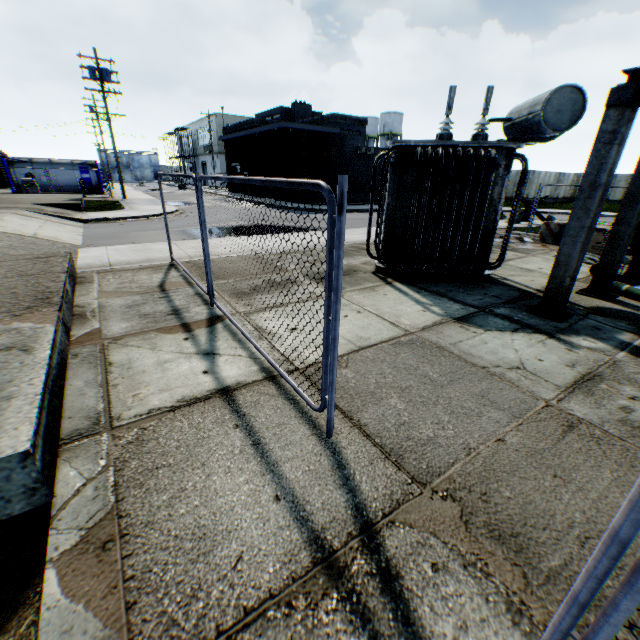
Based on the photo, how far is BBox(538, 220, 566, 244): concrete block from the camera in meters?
12.3

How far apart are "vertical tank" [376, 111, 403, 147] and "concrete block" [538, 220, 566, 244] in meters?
50.7

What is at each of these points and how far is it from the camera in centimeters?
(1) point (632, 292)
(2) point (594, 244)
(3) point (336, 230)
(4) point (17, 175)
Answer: (1) gas cylinder, 678cm
(2) debris, 1047cm
(3) metal fence, 221cm
(4) tank container, 2812cm

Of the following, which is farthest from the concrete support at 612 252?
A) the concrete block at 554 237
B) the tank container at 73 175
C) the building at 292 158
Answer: the tank container at 73 175

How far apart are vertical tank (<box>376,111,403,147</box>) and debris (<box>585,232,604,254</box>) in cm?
5295

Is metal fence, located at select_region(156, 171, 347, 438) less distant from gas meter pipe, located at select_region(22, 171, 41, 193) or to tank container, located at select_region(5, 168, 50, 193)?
gas meter pipe, located at select_region(22, 171, 41, 193)

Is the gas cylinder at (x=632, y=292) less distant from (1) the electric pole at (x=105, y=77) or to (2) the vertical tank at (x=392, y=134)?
(1) the electric pole at (x=105, y=77)

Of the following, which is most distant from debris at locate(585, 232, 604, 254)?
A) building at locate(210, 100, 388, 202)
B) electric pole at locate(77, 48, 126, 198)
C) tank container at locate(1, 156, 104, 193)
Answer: tank container at locate(1, 156, 104, 193)
